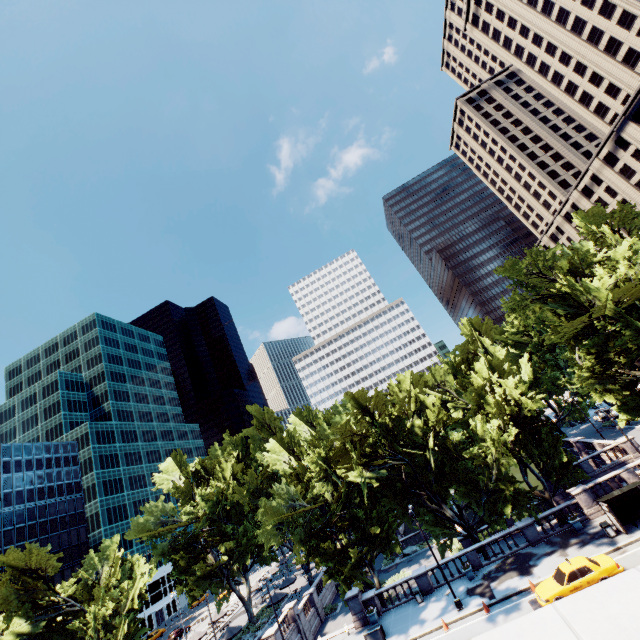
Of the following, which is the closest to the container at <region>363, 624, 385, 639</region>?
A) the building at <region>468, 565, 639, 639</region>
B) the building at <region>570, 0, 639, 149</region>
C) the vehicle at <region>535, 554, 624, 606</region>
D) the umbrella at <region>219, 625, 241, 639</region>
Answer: the vehicle at <region>535, 554, 624, 606</region>

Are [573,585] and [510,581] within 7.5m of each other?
yes

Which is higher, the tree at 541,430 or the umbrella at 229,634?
the tree at 541,430

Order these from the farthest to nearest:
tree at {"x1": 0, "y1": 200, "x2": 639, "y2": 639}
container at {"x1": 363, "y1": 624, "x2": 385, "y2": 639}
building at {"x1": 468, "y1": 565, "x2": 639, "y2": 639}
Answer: tree at {"x1": 0, "y1": 200, "x2": 639, "y2": 639}, container at {"x1": 363, "y1": 624, "x2": 385, "y2": 639}, building at {"x1": 468, "y1": 565, "x2": 639, "y2": 639}

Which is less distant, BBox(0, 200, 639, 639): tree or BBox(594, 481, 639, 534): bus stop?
BBox(594, 481, 639, 534): bus stop

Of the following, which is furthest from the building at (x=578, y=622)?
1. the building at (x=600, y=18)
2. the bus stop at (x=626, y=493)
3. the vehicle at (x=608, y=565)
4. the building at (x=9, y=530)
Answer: the building at (x=9, y=530)

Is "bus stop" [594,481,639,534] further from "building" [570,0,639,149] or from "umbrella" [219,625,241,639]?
"building" [570,0,639,149]

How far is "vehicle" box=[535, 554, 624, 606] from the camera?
19.34m
